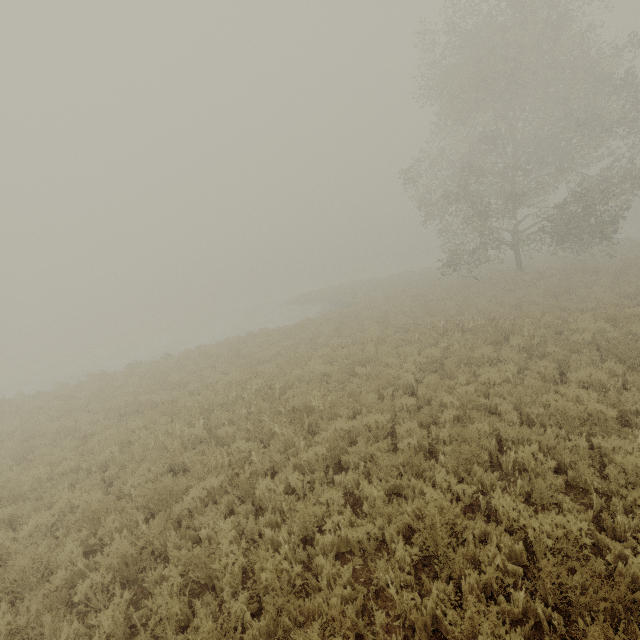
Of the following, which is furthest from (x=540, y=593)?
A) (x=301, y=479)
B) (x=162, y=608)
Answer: (x=162, y=608)
